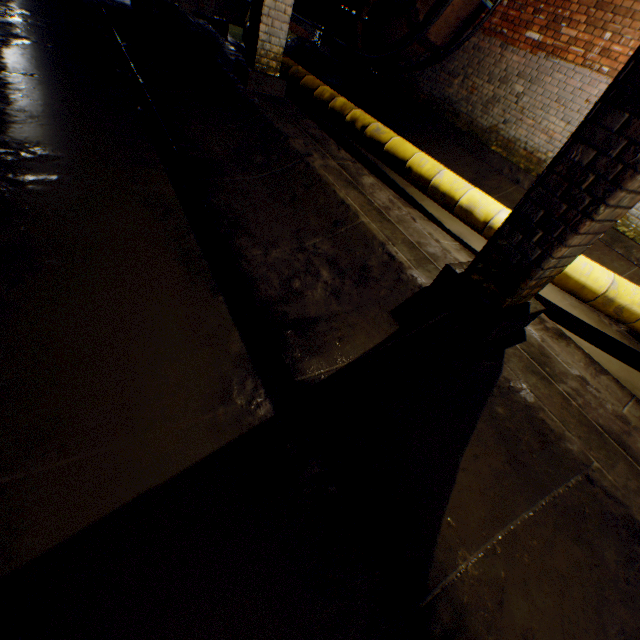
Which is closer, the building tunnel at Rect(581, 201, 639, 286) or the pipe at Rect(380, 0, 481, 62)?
the building tunnel at Rect(581, 201, 639, 286)

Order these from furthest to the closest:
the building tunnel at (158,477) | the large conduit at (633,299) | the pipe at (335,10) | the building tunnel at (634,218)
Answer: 1. the pipe at (335,10)
2. the building tunnel at (634,218)
3. the large conduit at (633,299)
4. the building tunnel at (158,477)

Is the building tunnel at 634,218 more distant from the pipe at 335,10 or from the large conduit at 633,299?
the pipe at 335,10

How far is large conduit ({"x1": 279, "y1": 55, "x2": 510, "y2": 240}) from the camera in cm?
412

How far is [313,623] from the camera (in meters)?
1.39

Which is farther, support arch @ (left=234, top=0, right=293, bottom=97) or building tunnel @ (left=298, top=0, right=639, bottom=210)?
building tunnel @ (left=298, top=0, right=639, bottom=210)

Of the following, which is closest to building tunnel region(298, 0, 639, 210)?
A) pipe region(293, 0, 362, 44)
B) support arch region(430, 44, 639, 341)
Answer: support arch region(430, 44, 639, 341)

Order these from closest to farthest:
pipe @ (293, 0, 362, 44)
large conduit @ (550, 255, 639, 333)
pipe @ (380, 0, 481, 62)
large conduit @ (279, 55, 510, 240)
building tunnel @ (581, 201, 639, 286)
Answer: large conduit @ (550, 255, 639, 333)
large conduit @ (279, 55, 510, 240)
building tunnel @ (581, 201, 639, 286)
pipe @ (380, 0, 481, 62)
pipe @ (293, 0, 362, 44)
